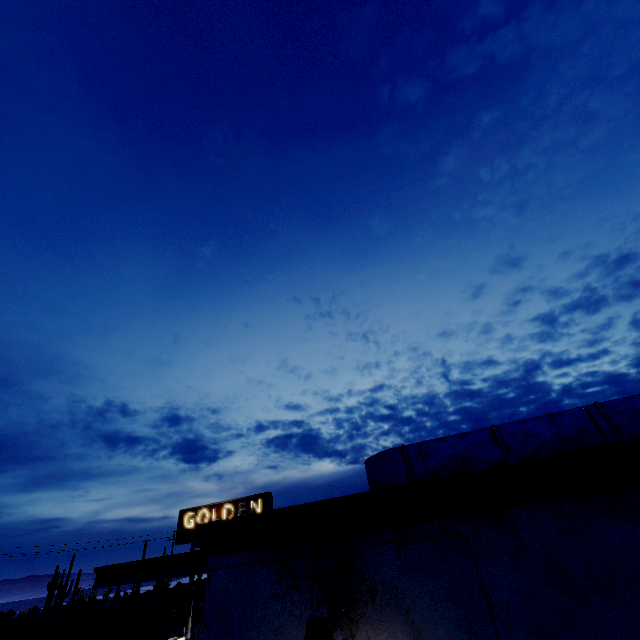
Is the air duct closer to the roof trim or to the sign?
the roof trim

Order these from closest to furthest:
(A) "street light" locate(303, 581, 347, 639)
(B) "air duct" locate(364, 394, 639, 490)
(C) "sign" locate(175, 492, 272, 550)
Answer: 1. (A) "street light" locate(303, 581, 347, 639)
2. (B) "air duct" locate(364, 394, 639, 490)
3. (C) "sign" locate(175, 492, 272, 550)

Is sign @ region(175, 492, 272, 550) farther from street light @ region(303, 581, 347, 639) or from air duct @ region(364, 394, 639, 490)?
street light @ region(303, 581, 347, 639)

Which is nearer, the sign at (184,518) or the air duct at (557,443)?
the air duct at (557,443)

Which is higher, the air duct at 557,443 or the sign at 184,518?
the sign at 184,518

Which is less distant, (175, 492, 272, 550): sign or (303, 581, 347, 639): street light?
(303, 581, 347, 639): street light

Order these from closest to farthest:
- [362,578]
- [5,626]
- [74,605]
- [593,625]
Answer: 1. [593,625]
2. [362,578]
3. [5,626]
4. [74,605]

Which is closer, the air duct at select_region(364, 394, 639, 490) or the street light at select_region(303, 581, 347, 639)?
the street light at select_region(303, 581, 347, 639)
